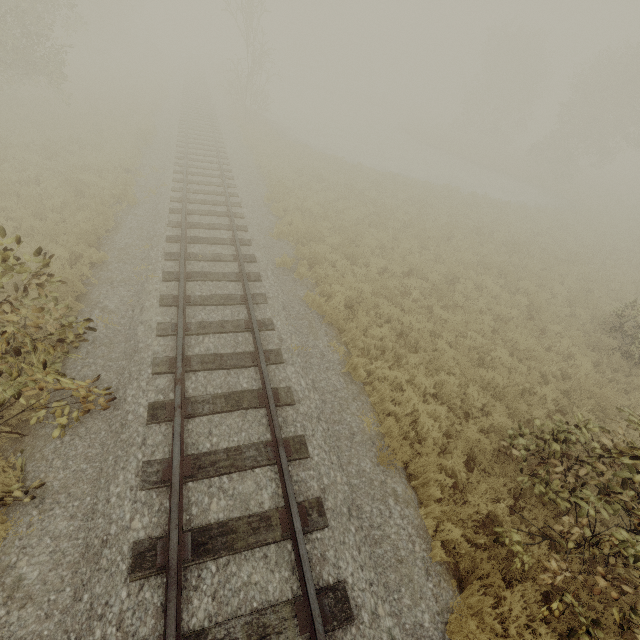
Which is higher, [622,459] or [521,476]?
[622,459]
